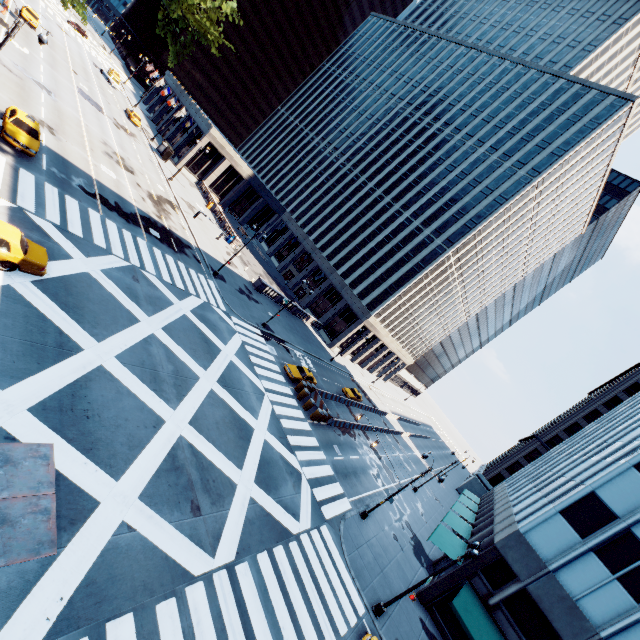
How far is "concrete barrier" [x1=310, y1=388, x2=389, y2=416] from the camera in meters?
34.0 m

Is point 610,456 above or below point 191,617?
above

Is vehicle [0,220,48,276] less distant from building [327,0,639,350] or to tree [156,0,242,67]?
tree [156,0,242,67]

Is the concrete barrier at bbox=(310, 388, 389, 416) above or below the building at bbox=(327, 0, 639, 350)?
below

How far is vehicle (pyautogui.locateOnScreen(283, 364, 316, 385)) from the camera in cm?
3253

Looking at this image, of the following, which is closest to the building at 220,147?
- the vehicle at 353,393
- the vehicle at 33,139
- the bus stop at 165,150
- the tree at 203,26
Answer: the bus stop at 165,150

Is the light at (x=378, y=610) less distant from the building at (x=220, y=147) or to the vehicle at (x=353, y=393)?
the vehicle at (x=353, y=393)

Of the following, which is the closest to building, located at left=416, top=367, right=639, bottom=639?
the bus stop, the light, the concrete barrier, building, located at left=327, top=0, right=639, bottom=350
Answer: the light
